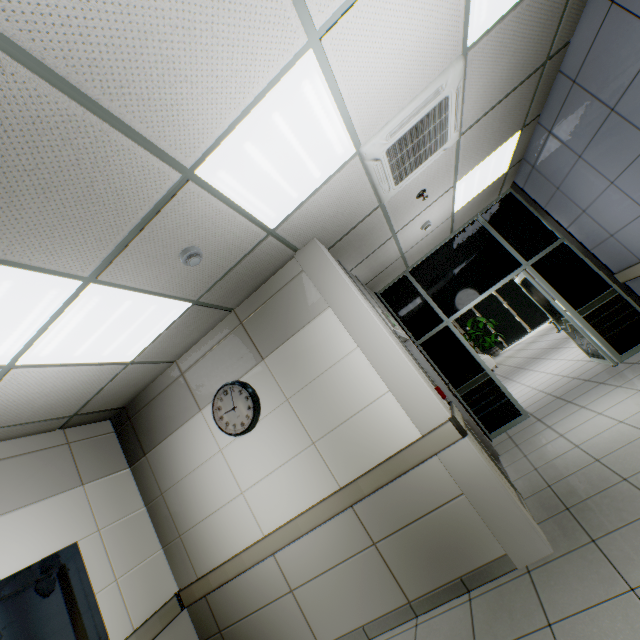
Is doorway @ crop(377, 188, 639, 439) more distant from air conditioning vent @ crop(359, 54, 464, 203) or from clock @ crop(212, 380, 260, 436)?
clock @ crop(212, 380, 260, 436)

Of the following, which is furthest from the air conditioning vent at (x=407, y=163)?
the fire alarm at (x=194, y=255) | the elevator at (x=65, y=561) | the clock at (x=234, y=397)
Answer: the elevator at (x=65, y=561)

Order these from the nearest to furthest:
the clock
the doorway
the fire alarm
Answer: the fire alarm
the clock
the doorway

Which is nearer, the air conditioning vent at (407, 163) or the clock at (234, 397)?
the air conditioning vent at (407, 163)

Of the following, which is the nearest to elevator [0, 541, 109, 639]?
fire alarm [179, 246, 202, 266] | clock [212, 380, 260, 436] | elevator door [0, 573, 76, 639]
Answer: elevator door [0, 573, 76, 639]

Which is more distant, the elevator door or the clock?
the clock

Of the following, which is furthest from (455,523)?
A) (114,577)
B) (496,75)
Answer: (496,75)

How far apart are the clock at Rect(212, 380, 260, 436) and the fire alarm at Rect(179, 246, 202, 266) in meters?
1.5
